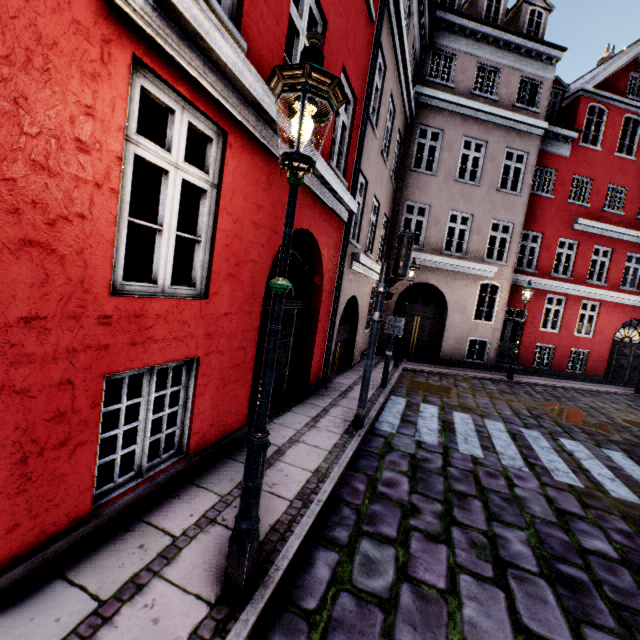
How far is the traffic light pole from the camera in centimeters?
559cm

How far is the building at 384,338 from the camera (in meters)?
13.41

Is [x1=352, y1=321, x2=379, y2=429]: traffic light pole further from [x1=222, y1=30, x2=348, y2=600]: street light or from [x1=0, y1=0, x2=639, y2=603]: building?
[x1=222, y1=30, x2=348, y2=600]: street light

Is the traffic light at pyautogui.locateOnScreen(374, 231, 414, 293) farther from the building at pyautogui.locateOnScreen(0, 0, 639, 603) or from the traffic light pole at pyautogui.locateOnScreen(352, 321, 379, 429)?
the building at pyautogui.locateOnScreen(0, 0, 639, 603)

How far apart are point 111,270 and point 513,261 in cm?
1565

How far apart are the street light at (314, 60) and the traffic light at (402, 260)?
3.28m

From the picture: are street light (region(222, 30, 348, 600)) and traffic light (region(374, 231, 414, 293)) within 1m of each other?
no

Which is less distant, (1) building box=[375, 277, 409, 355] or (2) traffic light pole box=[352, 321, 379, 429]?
(2) traffic light pole box=[352, 321, 379, 429]
